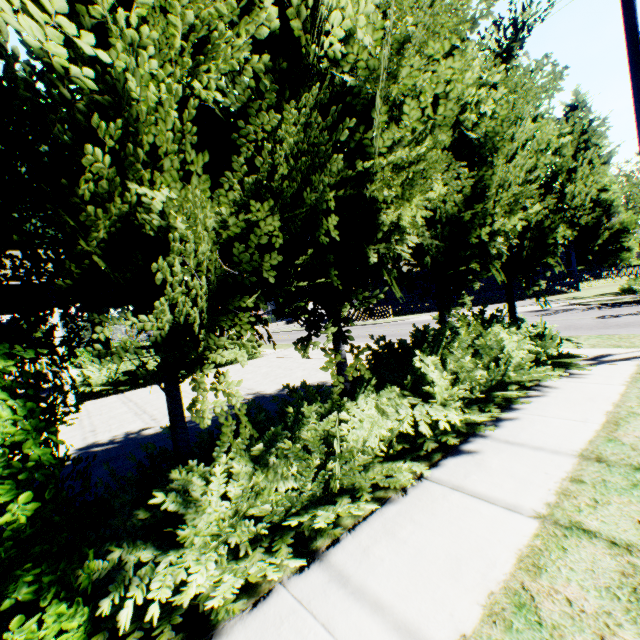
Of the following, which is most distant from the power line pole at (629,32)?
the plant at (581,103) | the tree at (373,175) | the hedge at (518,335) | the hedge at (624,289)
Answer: the plant at (581,103)

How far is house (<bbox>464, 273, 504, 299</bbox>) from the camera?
29.9 meters

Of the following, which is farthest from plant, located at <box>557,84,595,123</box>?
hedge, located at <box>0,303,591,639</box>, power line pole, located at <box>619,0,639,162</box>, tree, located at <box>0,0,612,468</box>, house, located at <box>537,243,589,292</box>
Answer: power line pole, located at <box>619,0,639,162</box>

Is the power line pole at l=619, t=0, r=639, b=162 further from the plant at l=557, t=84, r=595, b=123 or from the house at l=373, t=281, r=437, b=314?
the house at l=373, t=281, r=437, b=314

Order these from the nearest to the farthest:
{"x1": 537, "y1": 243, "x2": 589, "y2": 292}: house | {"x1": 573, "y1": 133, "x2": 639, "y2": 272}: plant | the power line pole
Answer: the power line pole < {"x1": 537, "y1": 243, "x2": 589, "y2": 292}: house < {"x1": 573, "y1": 133, "x2": 639, "y2": 272}: plant

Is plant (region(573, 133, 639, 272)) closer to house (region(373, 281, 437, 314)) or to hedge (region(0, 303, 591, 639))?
house (region(373, 281, 437, 314))

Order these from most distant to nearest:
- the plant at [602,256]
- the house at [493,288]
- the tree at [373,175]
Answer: the plant at [602,256]
the house at [493,288]
the tree at [373,175]

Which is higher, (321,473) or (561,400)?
(321,473)
